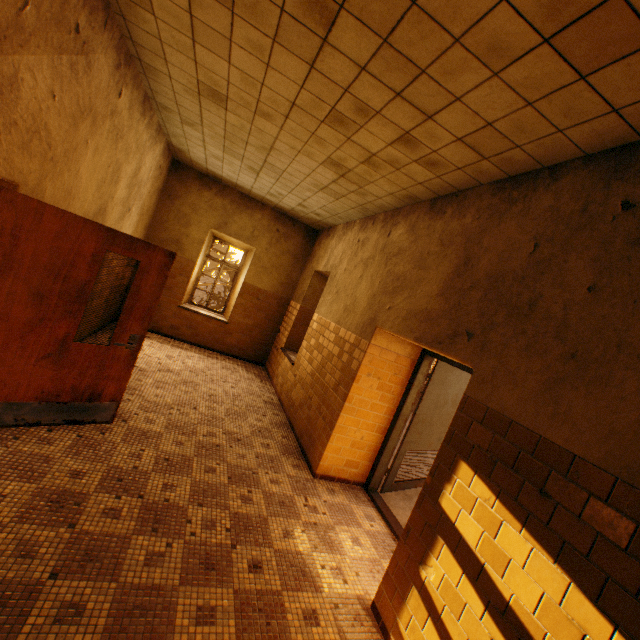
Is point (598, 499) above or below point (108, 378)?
above

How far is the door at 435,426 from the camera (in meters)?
4.39

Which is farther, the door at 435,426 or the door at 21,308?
the door at 435,426

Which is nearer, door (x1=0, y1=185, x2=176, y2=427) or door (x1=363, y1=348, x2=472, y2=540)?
door (x1=0, y1=185, x2=176, y2=427)

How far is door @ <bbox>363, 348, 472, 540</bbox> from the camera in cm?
439
